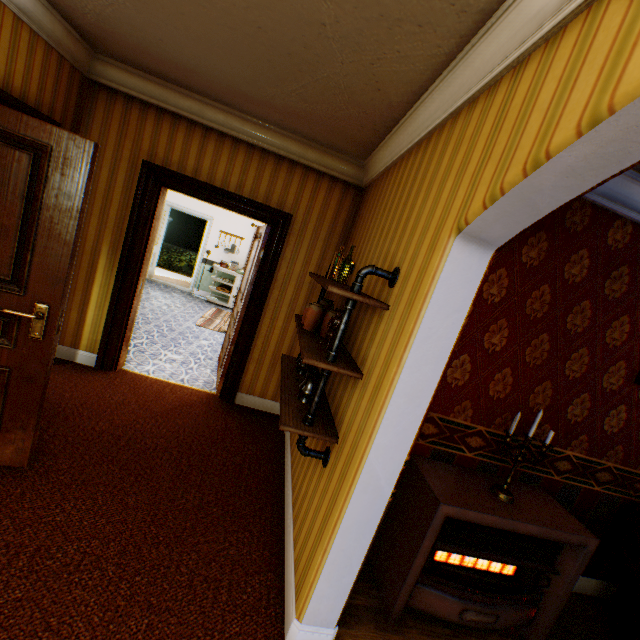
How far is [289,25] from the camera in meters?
1.8 m

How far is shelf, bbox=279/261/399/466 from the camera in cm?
183

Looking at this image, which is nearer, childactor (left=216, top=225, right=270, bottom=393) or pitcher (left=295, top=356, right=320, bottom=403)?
pitcher (left=295, top=356, right=320, bottom=403)

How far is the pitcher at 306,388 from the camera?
2.25m

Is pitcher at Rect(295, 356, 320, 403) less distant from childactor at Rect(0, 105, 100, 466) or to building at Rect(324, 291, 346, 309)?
building at Rect(324, 291, 346, 309)

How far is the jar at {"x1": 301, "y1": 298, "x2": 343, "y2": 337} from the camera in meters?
2.5

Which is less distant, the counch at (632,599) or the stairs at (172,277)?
the counch at (632,599)

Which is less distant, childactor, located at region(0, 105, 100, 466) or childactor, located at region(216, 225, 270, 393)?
childactor, located at region(0, 105, 100, 466)
